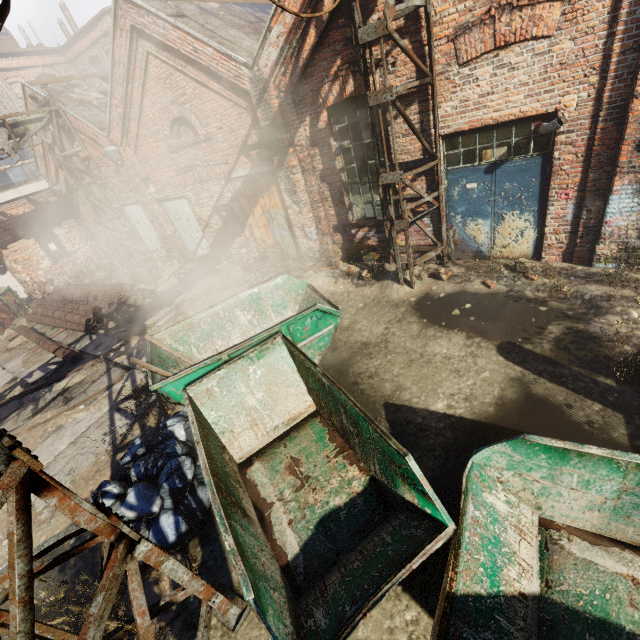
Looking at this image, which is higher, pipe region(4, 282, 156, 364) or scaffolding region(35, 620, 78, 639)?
scaffolding region(35, 620, 78, 639)

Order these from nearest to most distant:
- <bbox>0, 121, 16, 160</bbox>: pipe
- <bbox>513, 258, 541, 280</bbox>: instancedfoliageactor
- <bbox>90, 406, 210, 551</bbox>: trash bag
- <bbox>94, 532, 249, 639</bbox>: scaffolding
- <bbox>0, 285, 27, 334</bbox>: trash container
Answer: <bbox>94, 532, 249, 639</bbox>: scaffolding
<bbox>90, 406, 210, 551</bbox>: trash bag
<bbox>513, 258, 541, 280</bbox>: instancedfoliageactor
<bbox>0, 121, 16, 160</bbox>: pipe
<bbox>0, 285, 27, 334</bbox>: trash container

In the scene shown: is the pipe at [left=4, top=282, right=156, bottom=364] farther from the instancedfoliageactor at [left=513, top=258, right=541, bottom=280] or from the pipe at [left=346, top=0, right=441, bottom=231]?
the instancedfoliageactor at [left=513, top=258, right=541, bottom=280]

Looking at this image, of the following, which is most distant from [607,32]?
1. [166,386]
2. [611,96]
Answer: [166,386]

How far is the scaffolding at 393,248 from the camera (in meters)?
6.91

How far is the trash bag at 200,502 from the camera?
4.3 meters

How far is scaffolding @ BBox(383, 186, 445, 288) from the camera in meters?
6.9

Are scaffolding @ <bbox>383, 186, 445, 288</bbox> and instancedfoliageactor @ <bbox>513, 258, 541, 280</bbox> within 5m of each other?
yes
